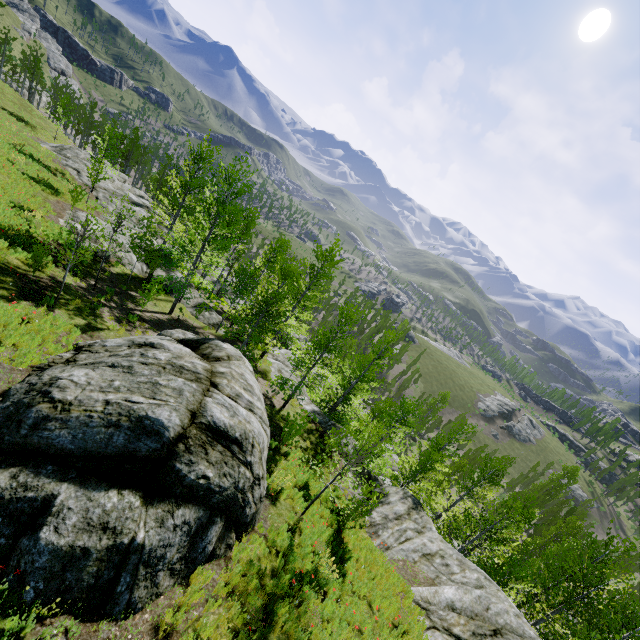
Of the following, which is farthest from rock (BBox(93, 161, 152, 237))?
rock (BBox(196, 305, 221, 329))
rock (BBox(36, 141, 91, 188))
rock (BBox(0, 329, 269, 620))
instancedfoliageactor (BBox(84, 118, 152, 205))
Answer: instancedfoliageactor (BBox(84, 118, 152, 205))

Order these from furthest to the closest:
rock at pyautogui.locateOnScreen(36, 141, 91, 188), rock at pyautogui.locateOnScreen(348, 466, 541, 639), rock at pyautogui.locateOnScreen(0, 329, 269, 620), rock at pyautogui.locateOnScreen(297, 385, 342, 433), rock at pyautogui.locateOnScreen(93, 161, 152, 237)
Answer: rock at pyautogui.locateOnScreen(36, 141, 91, 188) → rock at pyautogui.locateOnScreen(93, 161, 152, 237) → rock at pyautogui.locateOnScreen(297, 385, 342, 433) → rock at pyautogui.locateOnScreen(348, 466, 541, 639) → rock at pyautogui.locateOnScreen(0, 329, 269, 620)

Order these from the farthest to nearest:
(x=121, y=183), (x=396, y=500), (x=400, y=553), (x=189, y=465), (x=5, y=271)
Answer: (x=121, y=183) < (x=396, y=500) < (x=400, y=553) < (x=5, y=271) < (x=189, y=465)

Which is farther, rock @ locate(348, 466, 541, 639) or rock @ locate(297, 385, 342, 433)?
rock @ locate(297, 385, 342, 433)

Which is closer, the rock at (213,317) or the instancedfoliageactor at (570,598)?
the instancedfoliageactor at (570,598)

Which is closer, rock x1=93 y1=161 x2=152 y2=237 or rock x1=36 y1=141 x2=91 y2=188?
rock x1=93 y1=161 x2=152 y2=237

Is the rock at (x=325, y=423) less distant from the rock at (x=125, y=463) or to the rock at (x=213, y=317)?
the rock at (x=125, y=463)

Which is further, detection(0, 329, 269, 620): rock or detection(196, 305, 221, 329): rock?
detection(196, 305, 221, 329): rock
